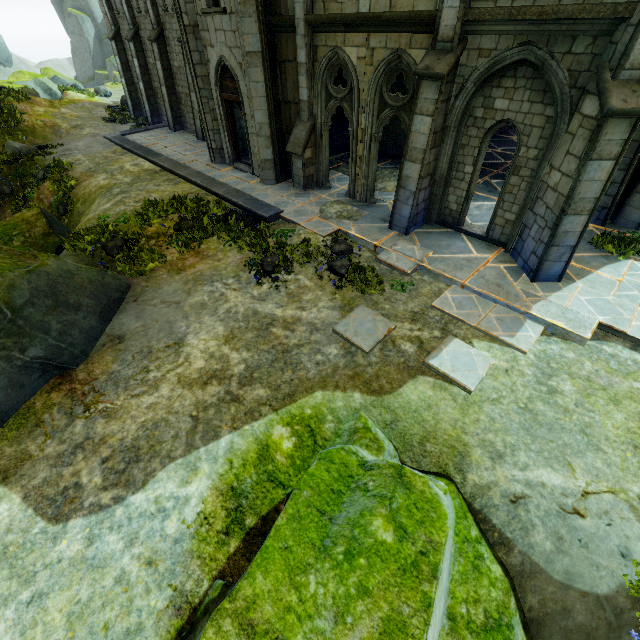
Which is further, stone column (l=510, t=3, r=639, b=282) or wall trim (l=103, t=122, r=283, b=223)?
wall trim (l=103, t=122, r=283, b=223)

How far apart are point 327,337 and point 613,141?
6.7m

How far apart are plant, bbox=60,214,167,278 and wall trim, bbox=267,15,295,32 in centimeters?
835cm

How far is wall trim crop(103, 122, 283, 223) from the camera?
11.1 meters

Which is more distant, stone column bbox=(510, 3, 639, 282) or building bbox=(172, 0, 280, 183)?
building bbox=(172, 0, 280, 183)

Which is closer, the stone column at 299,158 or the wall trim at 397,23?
the wall trim at 397,23

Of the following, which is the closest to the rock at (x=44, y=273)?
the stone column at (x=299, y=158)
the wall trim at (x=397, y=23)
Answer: the stone column at (x=299, y=158)

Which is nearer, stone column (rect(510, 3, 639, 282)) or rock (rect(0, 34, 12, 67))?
stone column (rect(510, 3, 639, 282))
